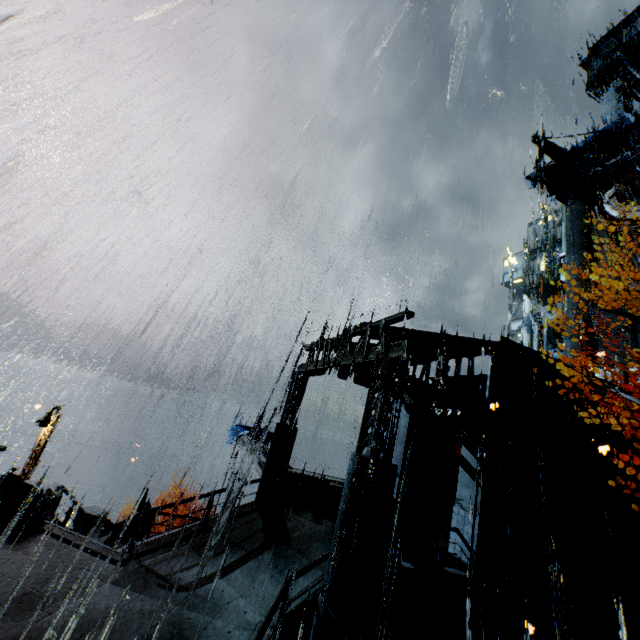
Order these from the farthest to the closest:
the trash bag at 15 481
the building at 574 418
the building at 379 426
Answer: the building at 574 418 < the trash bag at 15 481 < the building at 379 426

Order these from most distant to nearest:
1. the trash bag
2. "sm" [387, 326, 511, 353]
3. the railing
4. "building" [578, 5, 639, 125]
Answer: "building" [578, 5, 639, 125] → "sm" [387, 326, 511, 353] → the trash bag → the railing

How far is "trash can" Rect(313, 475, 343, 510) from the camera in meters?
14.3 m

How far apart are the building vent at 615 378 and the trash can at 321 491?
25.7m

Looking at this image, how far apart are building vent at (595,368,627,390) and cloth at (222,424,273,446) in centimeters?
2785cm

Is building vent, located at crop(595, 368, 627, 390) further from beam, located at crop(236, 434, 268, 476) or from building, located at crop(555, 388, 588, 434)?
beam, located at crop(236, 434, 268, 476)

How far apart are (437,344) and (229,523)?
10.7m

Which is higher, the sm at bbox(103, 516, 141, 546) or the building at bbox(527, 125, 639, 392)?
the building at bbox(527, 125, 639, 392)
